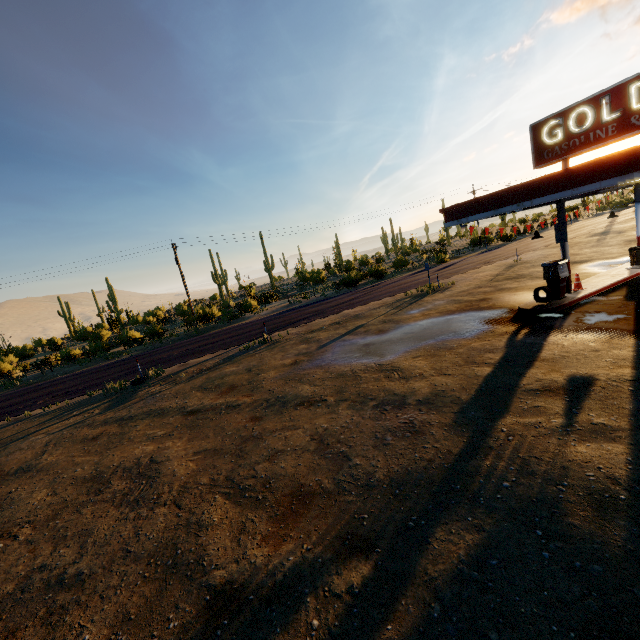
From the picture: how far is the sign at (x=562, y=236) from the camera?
12.9m

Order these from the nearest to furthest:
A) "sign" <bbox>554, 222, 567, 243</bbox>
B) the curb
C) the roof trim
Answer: the roof trim, the curb, "sign" <bbox>554, 222, 567, 243</bbox>

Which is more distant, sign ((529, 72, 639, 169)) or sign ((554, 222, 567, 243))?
sign ((554, 222, 567, 243))

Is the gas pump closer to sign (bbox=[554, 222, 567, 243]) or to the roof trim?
sign (bbox=[554, 222, 567, 243])

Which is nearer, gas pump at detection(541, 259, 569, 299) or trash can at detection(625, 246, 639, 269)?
gas pump at detection(541, 259, 569, 299)

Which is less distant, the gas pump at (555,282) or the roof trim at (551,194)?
the roof trim at (551,194)

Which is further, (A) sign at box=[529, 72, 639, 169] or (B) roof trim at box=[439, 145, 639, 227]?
(A) sign at box=[529, 72, 639, 169]

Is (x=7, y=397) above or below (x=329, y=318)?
below
